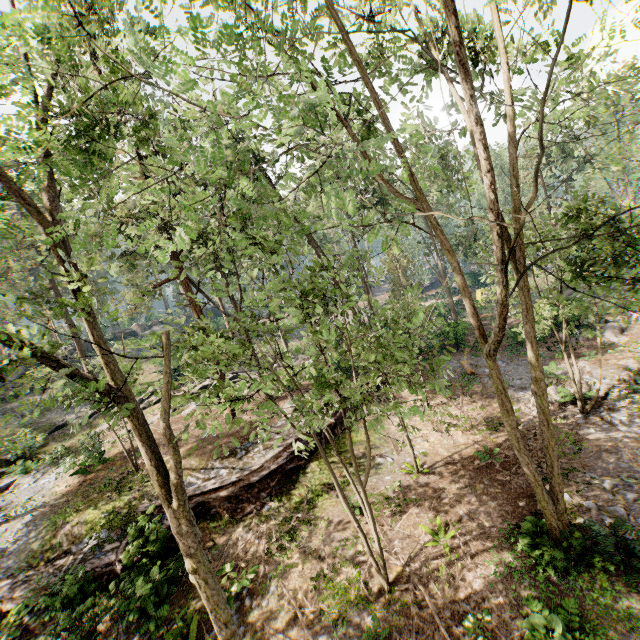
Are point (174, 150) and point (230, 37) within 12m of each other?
yes

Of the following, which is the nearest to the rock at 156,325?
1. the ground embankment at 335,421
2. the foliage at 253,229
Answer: the foliage at 253,229

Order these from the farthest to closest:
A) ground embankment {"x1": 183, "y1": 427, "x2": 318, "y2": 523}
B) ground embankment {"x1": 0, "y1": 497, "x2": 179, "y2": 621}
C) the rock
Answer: the rock → ground embankment {"x1": 183, "y1": 427, "x2": 318, "y2": 523} → ground embankment {"x1": 0, "y1": 497, "x2": 179, "y2": 621}

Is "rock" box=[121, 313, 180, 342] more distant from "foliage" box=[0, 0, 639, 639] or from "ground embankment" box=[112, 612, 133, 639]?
"ground embankment" box=[112, 612, 133, 639]

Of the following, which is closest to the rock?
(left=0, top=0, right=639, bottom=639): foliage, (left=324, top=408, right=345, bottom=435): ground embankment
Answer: (left=0, top=0, right=639, bottom=639): foliage

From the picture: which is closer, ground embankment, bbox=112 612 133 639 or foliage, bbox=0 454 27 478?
ground embankment, bbox=112 612 133 639

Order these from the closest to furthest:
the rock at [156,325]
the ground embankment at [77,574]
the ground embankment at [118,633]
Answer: the ground embankment at [118,633] < the ground embankment at [77,574] < the rock at [156,325]

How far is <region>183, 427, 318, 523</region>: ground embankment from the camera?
13.70m
